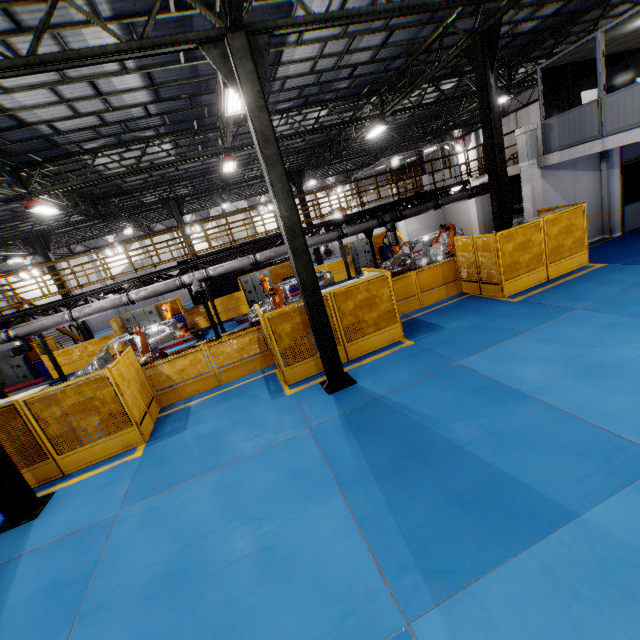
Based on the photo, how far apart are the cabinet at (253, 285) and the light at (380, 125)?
10.31m

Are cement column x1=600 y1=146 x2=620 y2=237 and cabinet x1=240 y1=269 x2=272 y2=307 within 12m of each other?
no

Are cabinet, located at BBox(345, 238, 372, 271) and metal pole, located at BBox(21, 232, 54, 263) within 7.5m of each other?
no

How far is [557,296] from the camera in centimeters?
998cm

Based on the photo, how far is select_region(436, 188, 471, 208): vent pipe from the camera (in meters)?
15.27

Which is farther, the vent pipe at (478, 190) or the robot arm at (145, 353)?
the vent pipe at (478, 190)
